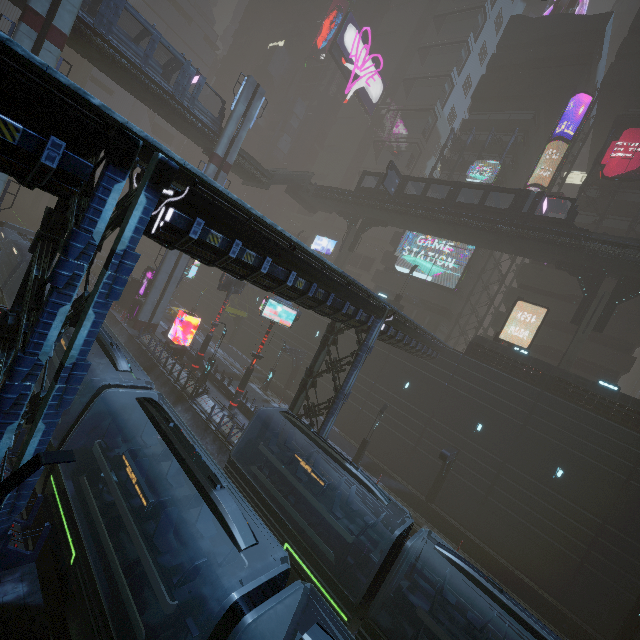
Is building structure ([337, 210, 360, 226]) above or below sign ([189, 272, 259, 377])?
above

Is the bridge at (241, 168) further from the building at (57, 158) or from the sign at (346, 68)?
the sign at (346, 68)

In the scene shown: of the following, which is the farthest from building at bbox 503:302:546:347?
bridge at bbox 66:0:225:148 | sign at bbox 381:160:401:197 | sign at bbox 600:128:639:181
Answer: sign at bbox 381:160:401:197

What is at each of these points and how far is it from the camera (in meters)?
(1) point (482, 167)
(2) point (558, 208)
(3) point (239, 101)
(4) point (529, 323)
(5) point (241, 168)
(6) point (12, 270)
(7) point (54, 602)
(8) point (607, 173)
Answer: (1) sign, 39.34
(2) car, 36.06
(3) sm, 30.72
(4) building, 34.12
(5) bridge, 35.59
(6) train, 25.09
(7) train rail, 9.41
(8) sign, 31.92

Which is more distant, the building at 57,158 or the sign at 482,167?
the sign at 482,167

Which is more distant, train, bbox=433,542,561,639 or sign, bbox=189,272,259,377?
sign, bbox=189,272,259,377

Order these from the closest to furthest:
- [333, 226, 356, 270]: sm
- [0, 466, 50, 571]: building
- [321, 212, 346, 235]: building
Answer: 1. [0, 466, 50, 571]: building
2. [333, 226, 356, 270]: sm
3. [321, 212, 346, 235]: building

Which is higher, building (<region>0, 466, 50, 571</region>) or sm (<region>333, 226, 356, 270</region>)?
sm (<region>333, 226, 356, 270</region>)
